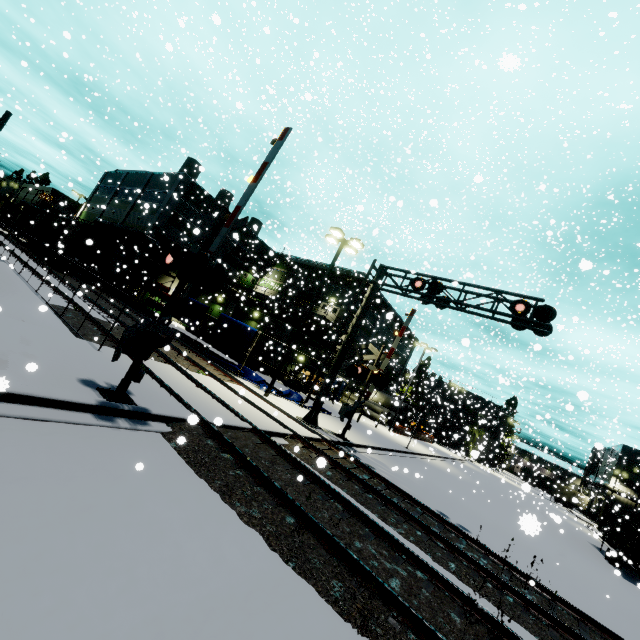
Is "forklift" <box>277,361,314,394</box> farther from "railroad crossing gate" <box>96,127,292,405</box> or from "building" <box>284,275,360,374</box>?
"railroad crossing gate" <box>96,127,292,405</box>

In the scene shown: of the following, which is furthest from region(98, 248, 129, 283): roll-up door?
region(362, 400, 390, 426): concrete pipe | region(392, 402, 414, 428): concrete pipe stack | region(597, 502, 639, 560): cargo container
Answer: region(392, 402, 414, 428): concrete pipe stack

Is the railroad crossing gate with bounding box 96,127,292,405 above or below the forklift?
above

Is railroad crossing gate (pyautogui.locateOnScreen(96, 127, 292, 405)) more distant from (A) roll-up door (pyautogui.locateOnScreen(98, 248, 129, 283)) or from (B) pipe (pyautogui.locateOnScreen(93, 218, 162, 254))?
(A) roll-up door (pyautogui.locateOnScreen(98, 248, 129, 283))

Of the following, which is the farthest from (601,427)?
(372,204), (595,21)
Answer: (595,21)

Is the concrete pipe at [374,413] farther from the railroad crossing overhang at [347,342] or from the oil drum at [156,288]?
the oil drum at [156,288]

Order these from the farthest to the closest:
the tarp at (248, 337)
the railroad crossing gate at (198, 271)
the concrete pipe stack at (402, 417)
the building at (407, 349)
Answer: the building at (407, 349), the concrete pipe stack at (402, 417), the tarp at (248, 337), the railroad crossing gate at (198, 271)

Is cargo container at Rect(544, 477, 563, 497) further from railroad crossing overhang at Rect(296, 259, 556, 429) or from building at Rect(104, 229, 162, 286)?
railroad crossing overhang at Rect(296, 259, 556, 429)
